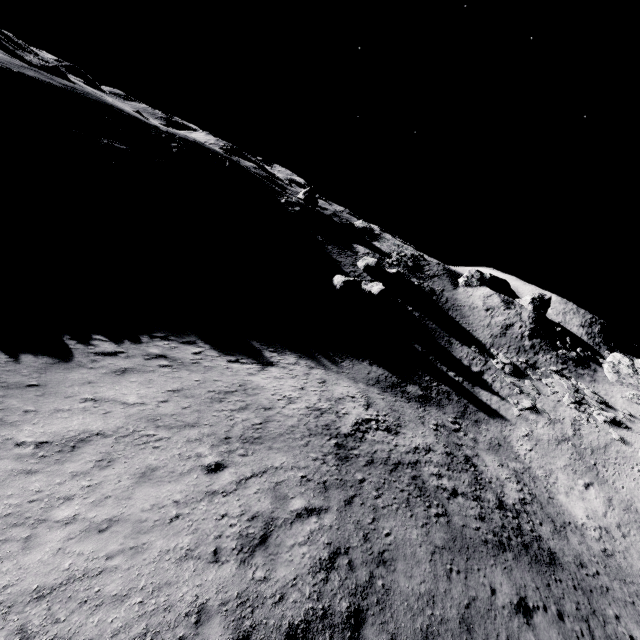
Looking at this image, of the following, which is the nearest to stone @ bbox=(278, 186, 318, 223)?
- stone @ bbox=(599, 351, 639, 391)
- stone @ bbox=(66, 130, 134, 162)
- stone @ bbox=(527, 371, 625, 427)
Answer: stone @ bbox=(66, 130, 134, 162)

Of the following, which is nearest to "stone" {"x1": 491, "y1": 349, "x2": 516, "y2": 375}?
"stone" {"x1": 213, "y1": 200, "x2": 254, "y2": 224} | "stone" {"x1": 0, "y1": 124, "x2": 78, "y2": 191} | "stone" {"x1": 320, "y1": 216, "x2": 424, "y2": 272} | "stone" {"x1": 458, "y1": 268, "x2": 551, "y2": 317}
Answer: "stone" {"x1": 458, "y1": 268, "x2": 551, "y2": 317}

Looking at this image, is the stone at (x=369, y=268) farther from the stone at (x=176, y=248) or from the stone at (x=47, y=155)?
the stone at (x=47, y=155)

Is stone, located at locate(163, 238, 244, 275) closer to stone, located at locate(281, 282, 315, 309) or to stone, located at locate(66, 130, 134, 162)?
stone, located at locate(281, 282, 315, 309)

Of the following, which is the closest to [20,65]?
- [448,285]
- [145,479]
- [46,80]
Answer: [46,80]

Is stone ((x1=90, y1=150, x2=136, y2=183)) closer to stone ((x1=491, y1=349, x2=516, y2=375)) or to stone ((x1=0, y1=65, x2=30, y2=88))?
stone ((x1=0, y1=65, x2=30, y2=88))

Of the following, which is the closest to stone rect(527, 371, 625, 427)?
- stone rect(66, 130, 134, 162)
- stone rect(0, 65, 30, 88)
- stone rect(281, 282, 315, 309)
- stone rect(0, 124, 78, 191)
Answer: stone rect(281, 282, 315, 309)

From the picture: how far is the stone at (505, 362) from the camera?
35.25m
